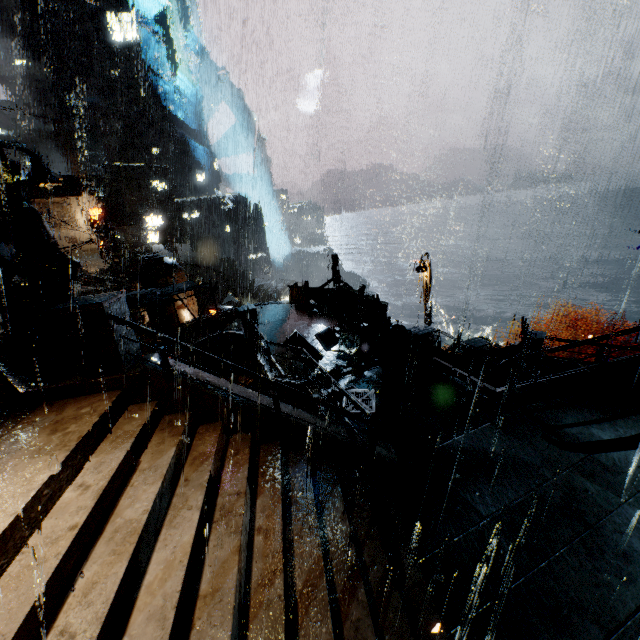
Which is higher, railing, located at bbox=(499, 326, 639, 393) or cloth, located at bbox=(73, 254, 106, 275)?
cloth, located at bbox=(73, 254, 106, 275)

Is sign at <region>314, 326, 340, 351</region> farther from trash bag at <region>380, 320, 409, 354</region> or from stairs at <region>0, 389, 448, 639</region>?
stairs at <region>0, 389, 448, 639</region>

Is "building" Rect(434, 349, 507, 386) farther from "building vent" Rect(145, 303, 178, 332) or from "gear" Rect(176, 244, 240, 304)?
"gear" Rect(176, 244, 240, 304)

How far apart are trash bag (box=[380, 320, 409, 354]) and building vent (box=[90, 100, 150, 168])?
57.4 meters

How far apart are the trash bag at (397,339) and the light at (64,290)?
10.2 meters

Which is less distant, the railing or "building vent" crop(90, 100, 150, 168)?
the railing

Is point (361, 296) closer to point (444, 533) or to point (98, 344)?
point (444, 533)

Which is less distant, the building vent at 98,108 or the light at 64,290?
the light at 64,290
